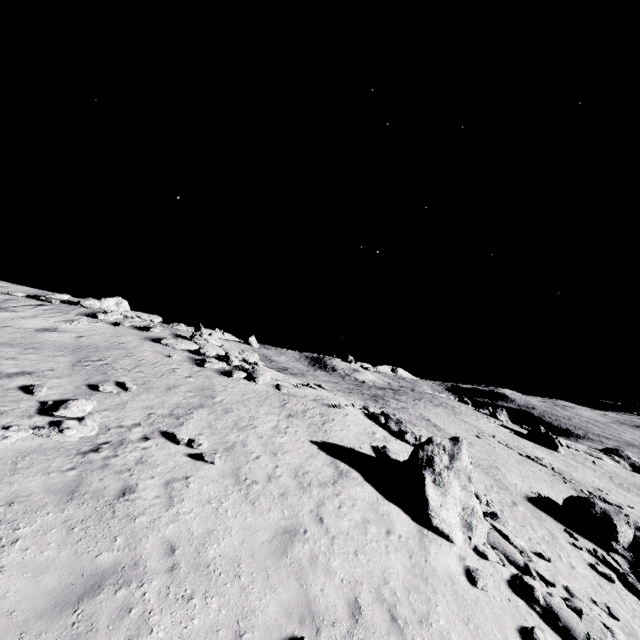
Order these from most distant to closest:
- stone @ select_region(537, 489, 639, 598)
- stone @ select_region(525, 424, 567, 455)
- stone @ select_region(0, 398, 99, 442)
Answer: stone @ select_region(525, 424, 567, 455) → stone @ select_region(537, 489, 639, 598) → stone @ select_region(0, 398, 99, 442)

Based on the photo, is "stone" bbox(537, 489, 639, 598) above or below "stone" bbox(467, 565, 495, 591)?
below

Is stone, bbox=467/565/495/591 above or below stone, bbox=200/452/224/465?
below

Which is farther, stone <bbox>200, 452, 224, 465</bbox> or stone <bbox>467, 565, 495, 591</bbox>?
stone <bbox>200, 452, 224, 465</bbox>

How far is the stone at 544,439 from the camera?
45.8m

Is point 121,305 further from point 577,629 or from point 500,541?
point 577,629

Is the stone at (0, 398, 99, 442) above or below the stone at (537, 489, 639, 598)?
above

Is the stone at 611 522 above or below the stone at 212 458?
below
